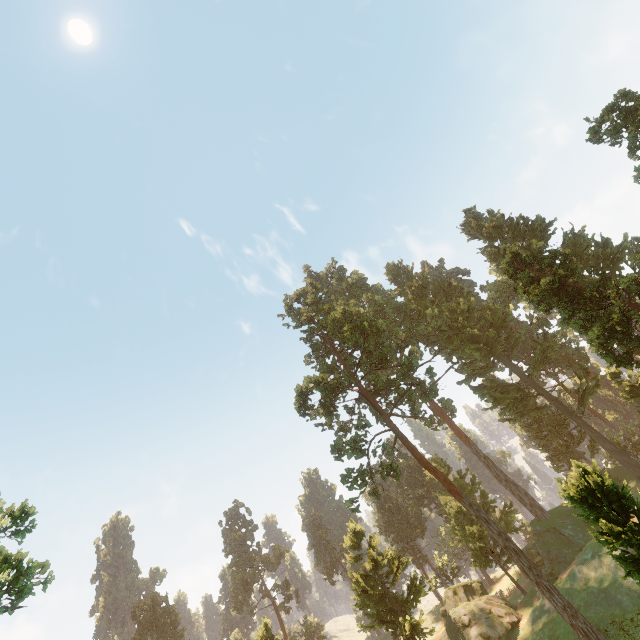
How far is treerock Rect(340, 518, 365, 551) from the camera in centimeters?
3769cm

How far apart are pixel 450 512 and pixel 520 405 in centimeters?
2506cm

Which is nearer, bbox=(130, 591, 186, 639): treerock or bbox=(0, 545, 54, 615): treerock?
bbox=(0, 545, 54, 615): treerock

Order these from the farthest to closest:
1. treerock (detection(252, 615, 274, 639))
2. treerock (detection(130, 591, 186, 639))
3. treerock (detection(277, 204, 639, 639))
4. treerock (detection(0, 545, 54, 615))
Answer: treerock (detection(130, 591, 186, 639))
treerock (detection(252, 615, 274, 639))
treerock (detection(277, 204, 639, 639))
treerock (detection(0, 545, 54, 615))

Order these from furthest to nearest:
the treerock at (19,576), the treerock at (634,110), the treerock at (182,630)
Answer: the treerock at (182,630)
the treerock at (634,110)
the treerock at (19,576)

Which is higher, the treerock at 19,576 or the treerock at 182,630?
the treerock at 182,630
